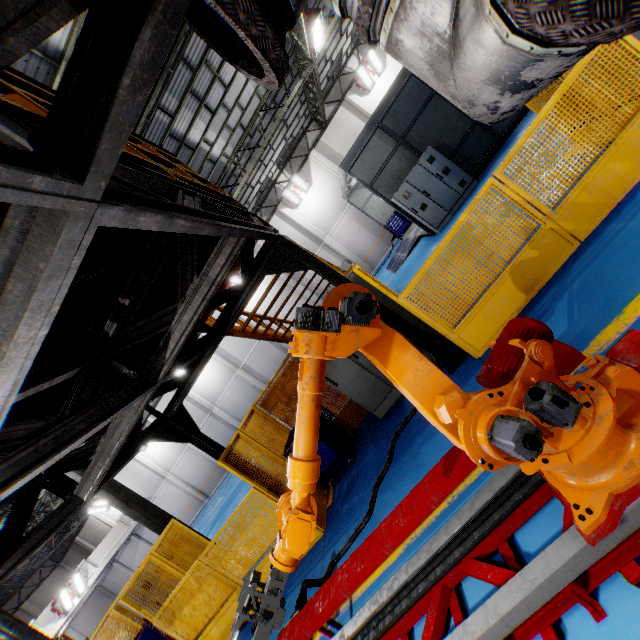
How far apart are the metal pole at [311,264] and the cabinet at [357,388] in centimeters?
64cm

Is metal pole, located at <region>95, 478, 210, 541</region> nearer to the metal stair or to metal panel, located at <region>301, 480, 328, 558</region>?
metal panel, located at <region>301, 480, 328, 558</region>

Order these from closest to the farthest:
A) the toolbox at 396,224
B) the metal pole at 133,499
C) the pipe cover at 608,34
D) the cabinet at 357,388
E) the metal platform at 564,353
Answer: the pipe cover at 608,34
the metal platform at 564,353
the cabinet at 357,388
the metal pole at 133,499
the toolbox at 396,224

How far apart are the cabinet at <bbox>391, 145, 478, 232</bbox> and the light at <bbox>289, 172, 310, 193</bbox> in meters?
10.2

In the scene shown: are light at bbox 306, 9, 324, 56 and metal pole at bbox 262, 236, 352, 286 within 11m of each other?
yes

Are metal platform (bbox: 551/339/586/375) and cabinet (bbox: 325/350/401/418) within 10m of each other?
yes

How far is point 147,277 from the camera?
3.4m

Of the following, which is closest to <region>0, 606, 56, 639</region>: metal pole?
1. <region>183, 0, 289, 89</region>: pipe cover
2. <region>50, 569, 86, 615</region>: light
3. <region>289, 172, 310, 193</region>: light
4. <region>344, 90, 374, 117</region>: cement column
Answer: <region>50, 569, 86, 615</region>: light
